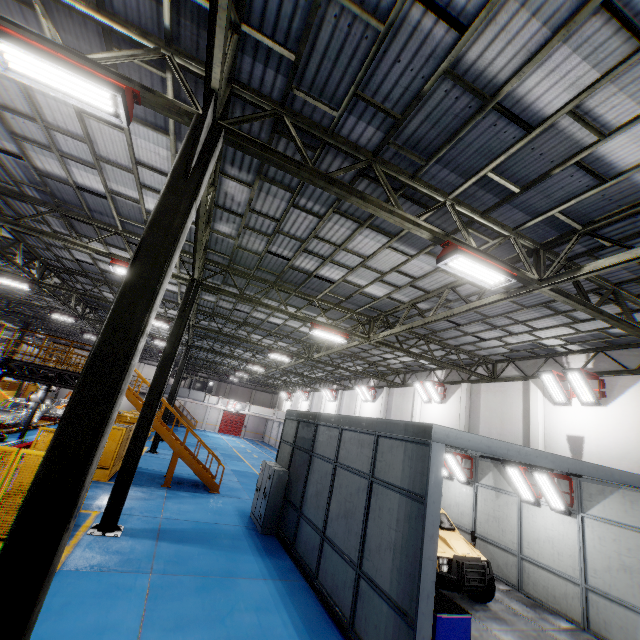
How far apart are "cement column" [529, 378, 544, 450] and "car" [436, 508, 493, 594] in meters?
5.0

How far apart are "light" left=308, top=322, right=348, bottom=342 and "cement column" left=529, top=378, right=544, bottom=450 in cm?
863

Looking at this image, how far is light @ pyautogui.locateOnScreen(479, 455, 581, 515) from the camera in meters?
7.9 m

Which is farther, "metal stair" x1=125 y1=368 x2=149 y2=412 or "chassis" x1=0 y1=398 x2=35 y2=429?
"chassis" x1=0 y1=398 x2=35 y2=429

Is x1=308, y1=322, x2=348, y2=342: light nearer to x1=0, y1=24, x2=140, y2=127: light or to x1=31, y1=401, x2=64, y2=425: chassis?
x1=0, y1=24, x2=140, y2=127: light

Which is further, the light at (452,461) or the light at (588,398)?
the light at (452,461)

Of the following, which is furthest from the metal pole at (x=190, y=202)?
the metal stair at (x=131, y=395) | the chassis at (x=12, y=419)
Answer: the metal stair at (x=131, y=395)

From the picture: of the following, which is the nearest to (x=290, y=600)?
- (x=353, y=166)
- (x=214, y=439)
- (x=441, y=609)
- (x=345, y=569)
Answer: (x=345, y=569)
